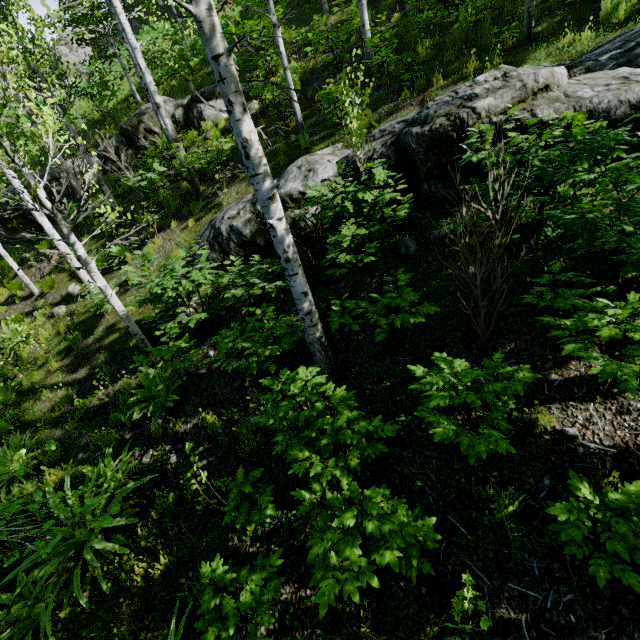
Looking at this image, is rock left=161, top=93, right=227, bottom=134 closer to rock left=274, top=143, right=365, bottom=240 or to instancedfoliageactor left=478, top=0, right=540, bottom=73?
rock left=274, top=143, right=365, bottom=240

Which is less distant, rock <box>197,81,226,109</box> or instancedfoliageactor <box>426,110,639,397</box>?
instancedfoliageactor <box>426,110,639,397</box>

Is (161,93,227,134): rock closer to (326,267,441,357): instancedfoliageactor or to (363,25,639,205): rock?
(326,267,441,357): instancedfoliageactor

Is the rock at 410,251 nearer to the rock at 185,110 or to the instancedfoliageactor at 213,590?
the instancedfoliageactor at 213,590

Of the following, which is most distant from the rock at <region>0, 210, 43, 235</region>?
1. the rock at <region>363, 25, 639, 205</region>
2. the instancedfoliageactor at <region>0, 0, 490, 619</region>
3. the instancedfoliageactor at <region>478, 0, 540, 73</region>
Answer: the instancedfoliageactor at <region>478, 0, 540, 73</region>

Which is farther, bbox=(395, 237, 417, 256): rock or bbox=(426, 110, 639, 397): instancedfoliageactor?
bbox=(395, 237, 417, 256): rock

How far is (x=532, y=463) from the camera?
2.9 meters
